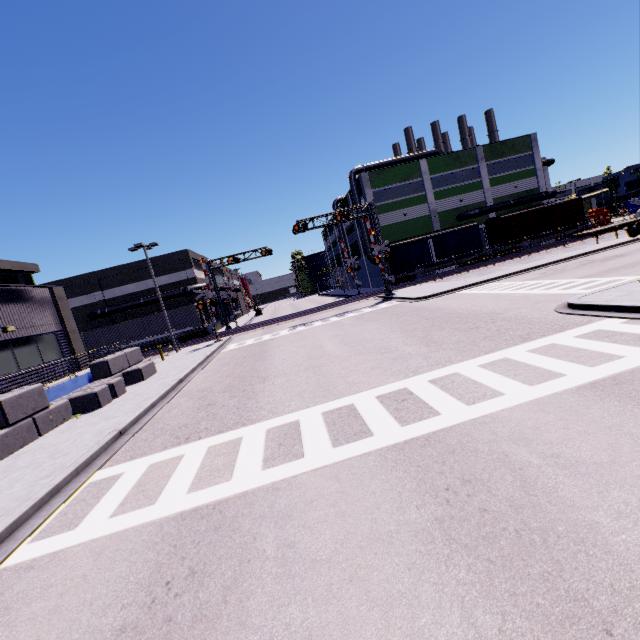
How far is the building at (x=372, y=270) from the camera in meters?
46.7

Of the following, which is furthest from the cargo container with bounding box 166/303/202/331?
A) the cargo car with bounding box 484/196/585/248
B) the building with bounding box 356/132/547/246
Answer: the cargo car with bounding box 484/196/585/248

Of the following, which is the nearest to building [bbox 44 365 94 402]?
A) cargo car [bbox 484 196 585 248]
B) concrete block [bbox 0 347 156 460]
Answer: concrete block [bbox 0 347 156 460]

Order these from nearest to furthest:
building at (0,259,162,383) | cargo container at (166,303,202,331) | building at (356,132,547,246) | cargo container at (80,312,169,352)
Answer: building at (0,259,162,383) < cargo container at (80,312,169,352) < cargo container at (166,303,202,331) < building at (356,132,547,246)

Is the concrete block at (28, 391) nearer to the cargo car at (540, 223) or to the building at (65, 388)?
the building at (65, 388)

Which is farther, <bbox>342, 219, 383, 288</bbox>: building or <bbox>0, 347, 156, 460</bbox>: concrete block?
<bbox>342, 219, 383, 288</bbox>: building

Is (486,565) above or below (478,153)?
below
